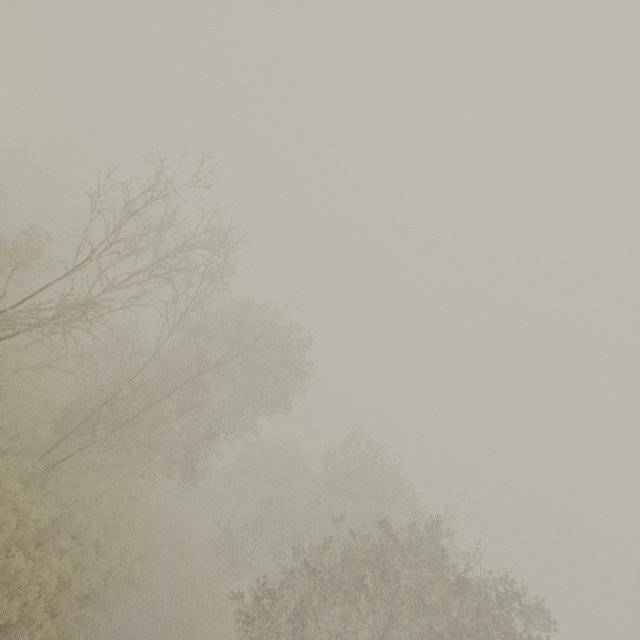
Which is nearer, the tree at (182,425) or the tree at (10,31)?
the tree at (182,425)

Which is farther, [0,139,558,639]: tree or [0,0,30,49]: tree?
[0,0,30,49]: tree

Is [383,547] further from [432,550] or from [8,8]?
[8,8]
